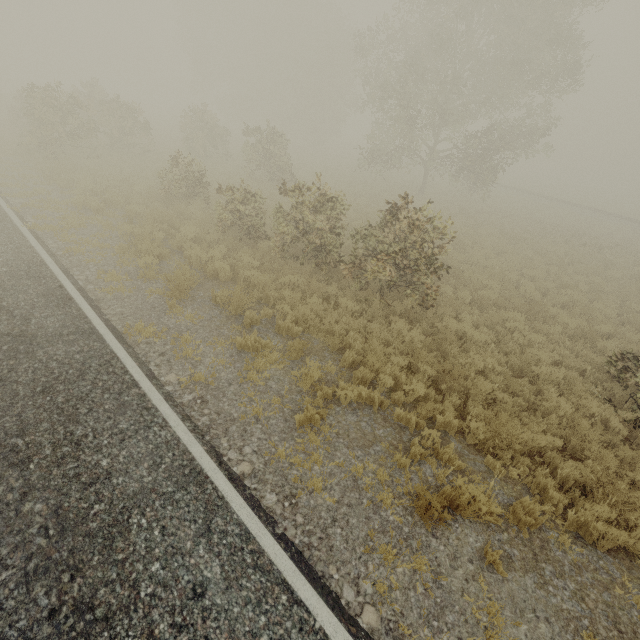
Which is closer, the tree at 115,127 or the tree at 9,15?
the tree at 115,127

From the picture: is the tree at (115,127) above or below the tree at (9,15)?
below

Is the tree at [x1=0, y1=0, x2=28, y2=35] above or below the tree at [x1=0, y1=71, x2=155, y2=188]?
above

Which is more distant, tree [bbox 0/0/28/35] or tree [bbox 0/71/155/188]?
tree [bbox 0/0/28/35]

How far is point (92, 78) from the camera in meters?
23.8 m
